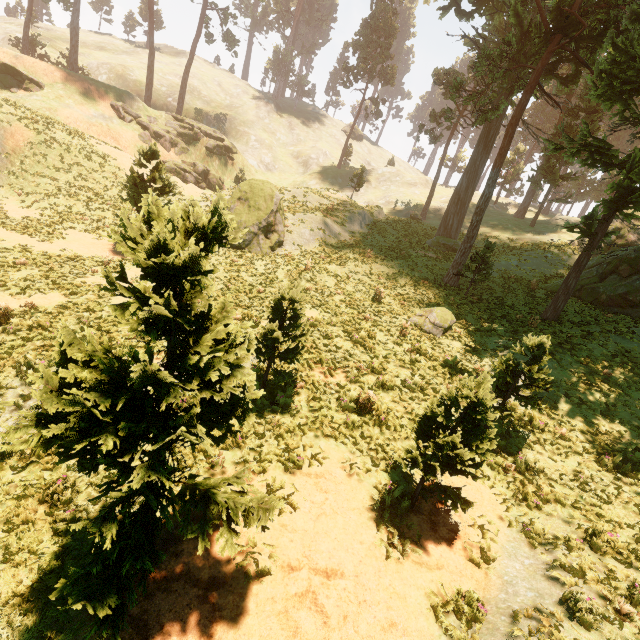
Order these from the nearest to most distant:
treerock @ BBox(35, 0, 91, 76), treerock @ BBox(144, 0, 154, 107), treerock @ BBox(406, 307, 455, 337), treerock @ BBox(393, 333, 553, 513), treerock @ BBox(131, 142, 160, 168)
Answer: treerock @ BBox(393, 333, 553, 513) < treerock @ BBox(406, 307, 455, 337) < treerock @ BBox(131, 142, 160, 168) < treerock @ BBox(35, 0, 91, 76) < treerock @ BBox(144, 0, 154, 107)

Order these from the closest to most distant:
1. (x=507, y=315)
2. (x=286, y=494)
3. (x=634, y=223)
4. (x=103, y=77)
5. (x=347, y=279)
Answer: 1. (x=286, y=494)
2. (x=507, y=315)
3. (x=347, y=279)
4. (x=634, y=223)
5. (x=103, y=77)

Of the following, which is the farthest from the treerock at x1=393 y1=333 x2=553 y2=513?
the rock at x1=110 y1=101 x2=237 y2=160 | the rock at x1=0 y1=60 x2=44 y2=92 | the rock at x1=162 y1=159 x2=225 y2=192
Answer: the rock at x1=162 y1=159 x2=225 y2=192

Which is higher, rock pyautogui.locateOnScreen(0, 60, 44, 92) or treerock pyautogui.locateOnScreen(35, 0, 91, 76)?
treerock pyautogui.locateOnScreen(35, 0, 91, 76)

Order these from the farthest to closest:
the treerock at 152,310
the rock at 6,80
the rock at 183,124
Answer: the rock at 183,124, the rock at 6,80, the treerock at 152,310

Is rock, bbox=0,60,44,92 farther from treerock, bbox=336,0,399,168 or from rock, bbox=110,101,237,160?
rock, bbox=110,101,237,160

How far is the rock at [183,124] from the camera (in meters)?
37.03
